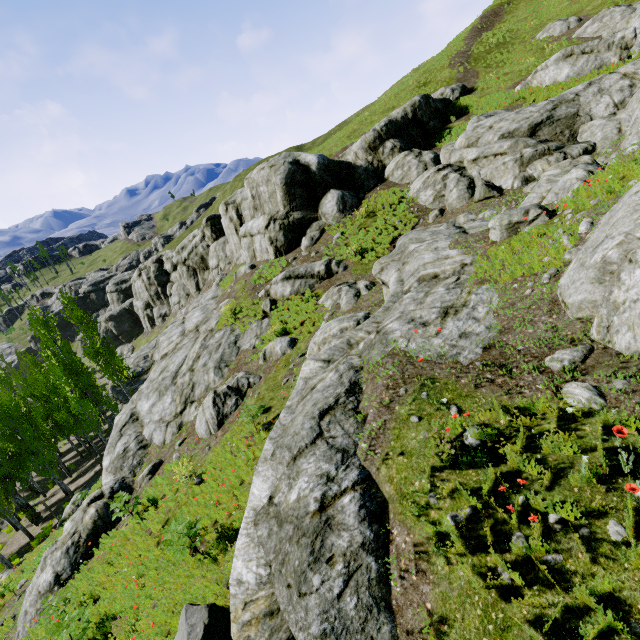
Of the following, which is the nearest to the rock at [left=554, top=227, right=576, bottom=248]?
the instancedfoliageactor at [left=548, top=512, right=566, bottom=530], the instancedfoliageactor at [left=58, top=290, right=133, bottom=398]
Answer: the instancedfoliageactor at [left=58, top=290, right=133, bottom=398]

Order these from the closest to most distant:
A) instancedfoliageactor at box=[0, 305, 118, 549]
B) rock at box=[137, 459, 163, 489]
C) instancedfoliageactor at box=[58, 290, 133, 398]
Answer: rock at box=[137, 459, 163, 489] → instancedfoliageactor at box=[0, 305, 118, 549] → instancedfoliageactor at box=[58, 290, 133, 398]

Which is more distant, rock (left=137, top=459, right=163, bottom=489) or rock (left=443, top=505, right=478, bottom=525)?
rock (left=137, top=459, right=163, bottom=489)

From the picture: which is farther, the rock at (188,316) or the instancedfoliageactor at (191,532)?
the instancedfoliageactor at (191,532)

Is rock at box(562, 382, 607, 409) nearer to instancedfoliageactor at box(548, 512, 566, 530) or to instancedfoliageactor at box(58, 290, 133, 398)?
instancedfoliageactor at box(58, 290, 133, 398)

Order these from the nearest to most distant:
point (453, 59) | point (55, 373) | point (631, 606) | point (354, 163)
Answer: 1. point (631, 606)
2. point (55, 373)
3. point (354, 163)
4. point (453, 59)

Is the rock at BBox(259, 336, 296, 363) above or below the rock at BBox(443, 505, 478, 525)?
below
